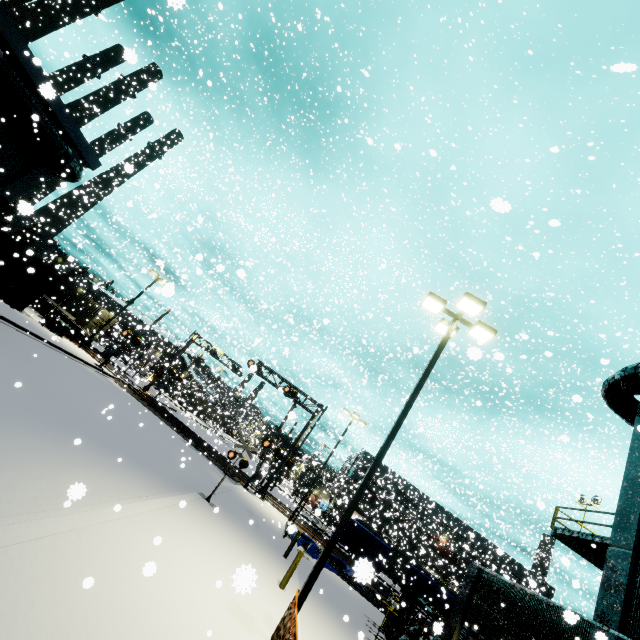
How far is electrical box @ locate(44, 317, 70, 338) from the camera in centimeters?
2644cm

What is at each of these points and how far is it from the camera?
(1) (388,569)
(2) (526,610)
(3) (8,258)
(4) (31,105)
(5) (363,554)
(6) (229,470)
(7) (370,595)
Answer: (1) semi trailer, 34.2 meters
(2) building, 13.0 meters
(3) cargo container, 14.5 meters
(4) pipe, 16.6 meters
(5) tarp, 24.0 meters
(6) railroad crossing sign, 14.0 meters
(7) pipe, 20.5 meters

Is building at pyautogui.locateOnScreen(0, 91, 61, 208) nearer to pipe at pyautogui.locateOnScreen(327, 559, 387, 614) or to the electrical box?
the electrical box

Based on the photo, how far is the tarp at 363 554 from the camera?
23.67m

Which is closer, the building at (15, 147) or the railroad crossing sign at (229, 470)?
the railroad crossing sign at (229, 470)

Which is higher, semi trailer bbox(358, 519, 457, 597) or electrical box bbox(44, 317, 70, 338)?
semi trailer bbox(358, 519, 457, 597)

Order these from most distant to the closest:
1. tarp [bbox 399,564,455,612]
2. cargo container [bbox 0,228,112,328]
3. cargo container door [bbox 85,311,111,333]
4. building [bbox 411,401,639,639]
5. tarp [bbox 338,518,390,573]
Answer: cargo container door [bbox 85,311,111,333], tarp [bbox 338,518,390,573], tarp [bbox 399,564,455,612], cargo container [bbox 0,228,112,328], building [bbox 411,401,639,639]

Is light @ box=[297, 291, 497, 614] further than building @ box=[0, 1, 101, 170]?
No
